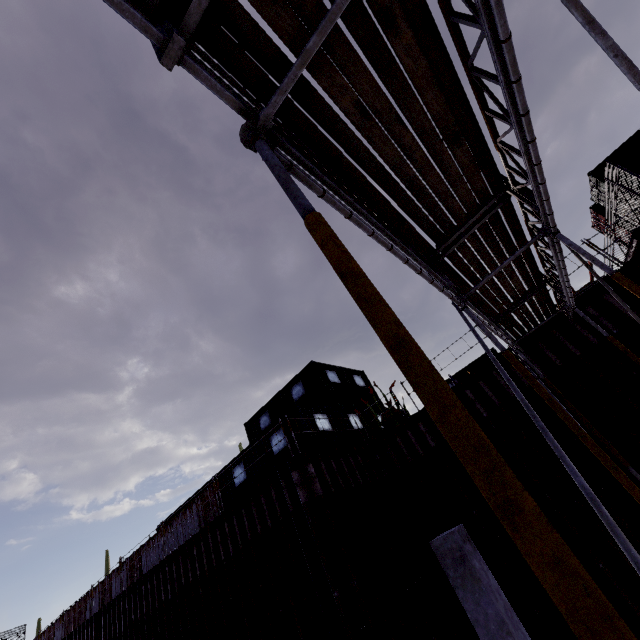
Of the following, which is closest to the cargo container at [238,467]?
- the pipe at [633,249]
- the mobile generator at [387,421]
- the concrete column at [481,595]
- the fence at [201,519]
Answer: the fence at [201,519]

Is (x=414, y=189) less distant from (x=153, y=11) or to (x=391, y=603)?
(x=153, y=11)

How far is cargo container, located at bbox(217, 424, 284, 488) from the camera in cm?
1330

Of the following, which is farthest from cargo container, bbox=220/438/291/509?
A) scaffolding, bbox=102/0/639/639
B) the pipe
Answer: the pipe

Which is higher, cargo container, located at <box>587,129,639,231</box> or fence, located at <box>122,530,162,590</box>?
cargo container, located at <box>587,129,639,231</box>

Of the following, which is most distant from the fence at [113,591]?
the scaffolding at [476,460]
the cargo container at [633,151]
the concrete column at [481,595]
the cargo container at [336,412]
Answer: the cargo container at [633,151]

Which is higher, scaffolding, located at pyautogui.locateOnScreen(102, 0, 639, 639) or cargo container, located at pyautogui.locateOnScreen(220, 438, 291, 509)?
cargo container, located at pyautogui.locateOnScreen(220, 438, 291, 509)
